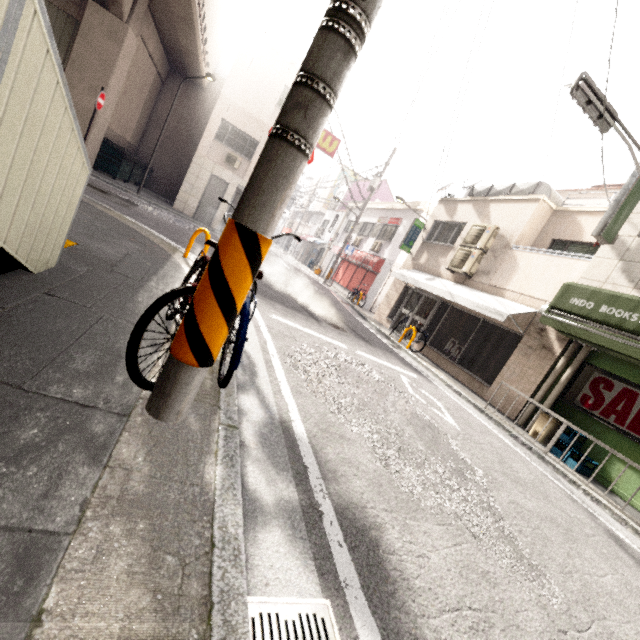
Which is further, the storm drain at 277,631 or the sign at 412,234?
the sign at 412,234

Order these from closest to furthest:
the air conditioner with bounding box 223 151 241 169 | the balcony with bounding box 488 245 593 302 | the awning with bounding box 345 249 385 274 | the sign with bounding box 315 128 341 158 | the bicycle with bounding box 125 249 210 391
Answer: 1. the bicycle with bounding box 125 249 210 391
2. the balcony with bounding box 488 245 593 302
3. the air conditioner with bounding box 223 151 241 169
4. the sign with bounding box 315 128 341 158
5. the awning with bounding box 345 249 385 274

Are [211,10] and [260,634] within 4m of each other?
no

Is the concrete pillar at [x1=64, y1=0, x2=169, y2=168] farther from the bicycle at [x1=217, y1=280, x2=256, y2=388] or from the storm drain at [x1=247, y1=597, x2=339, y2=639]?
the storm drain at [x1=247, y1=597, x2=339, y2=639]

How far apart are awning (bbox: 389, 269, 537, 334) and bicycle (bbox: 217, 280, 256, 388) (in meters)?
7.37

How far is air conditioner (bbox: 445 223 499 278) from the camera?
10.4 meters

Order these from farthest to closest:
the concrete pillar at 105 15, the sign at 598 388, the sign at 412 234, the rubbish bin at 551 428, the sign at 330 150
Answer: the sign at 330 150 → the sign at 412 234 → the concrete pillar at 105 15 → the rubbish bin at 551 428 → the sign at 598 388

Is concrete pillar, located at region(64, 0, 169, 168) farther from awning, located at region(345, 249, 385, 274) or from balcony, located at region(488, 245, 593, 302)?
awning, located at region(345, 249, 385, 274)
